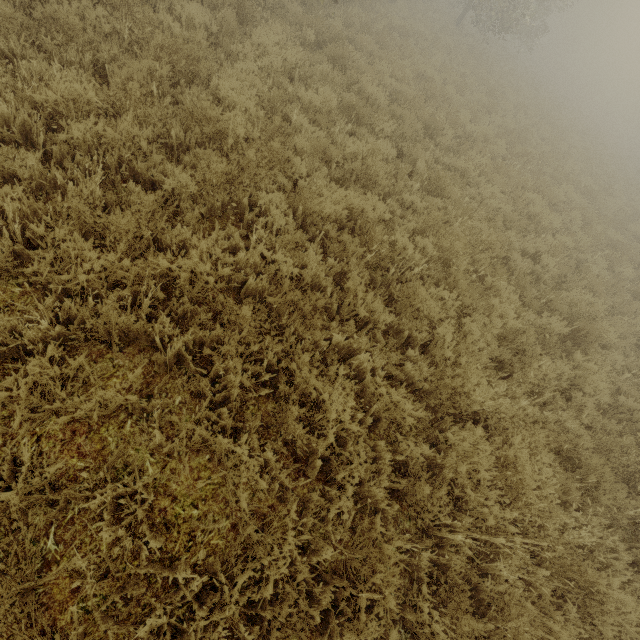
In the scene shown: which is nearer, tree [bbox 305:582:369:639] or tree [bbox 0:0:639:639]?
tree [bbox 305:582:369:639]

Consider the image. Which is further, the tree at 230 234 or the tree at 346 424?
the tree at 230 234

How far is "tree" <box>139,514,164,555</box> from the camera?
2.2 meters

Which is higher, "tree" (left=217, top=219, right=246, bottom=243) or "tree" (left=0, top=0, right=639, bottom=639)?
"tree" (left=0, top=0, right=639, bottom=639)

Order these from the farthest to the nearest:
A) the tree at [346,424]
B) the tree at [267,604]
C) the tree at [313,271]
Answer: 1. the tree at [313,271]
2. the tree at [346,424]
3. the tree at [267,604]

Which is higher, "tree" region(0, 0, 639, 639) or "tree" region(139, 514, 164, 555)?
"tree" region(0, 0, 639, 639)

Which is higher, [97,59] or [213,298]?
[97,59]
